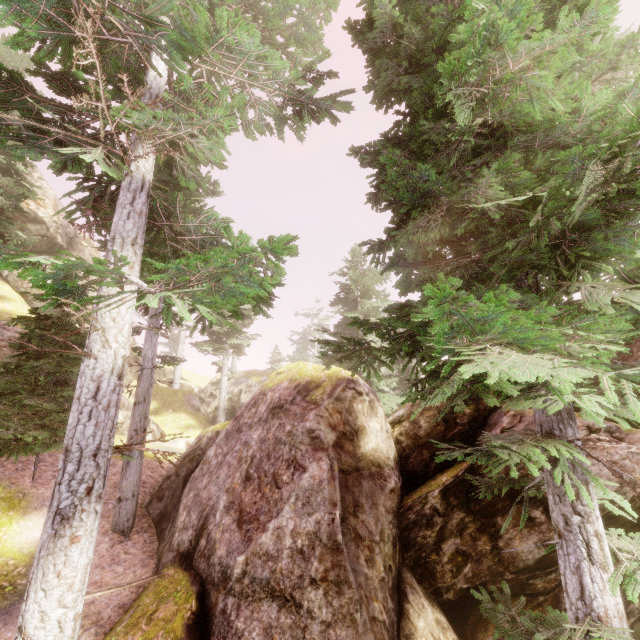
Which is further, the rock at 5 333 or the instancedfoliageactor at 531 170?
the rock at 5 333

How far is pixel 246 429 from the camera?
9.1 meters

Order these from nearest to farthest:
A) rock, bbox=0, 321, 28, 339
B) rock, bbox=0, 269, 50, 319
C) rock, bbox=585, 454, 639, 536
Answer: rock, bbox=585, 454, 639, 536 < rock, bbox=0, 321, 28, 339 < rock, bbox=0, 269, 50, 319

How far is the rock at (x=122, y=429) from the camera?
16.95m

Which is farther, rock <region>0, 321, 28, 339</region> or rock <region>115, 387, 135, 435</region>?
rock <region>115, 387, 135, 435</region>

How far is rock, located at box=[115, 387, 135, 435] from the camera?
17.0 meters

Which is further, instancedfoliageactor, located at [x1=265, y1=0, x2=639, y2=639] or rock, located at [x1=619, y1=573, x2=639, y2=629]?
rock, located at [x1=619, y1=573, x2=639, y2=629]
